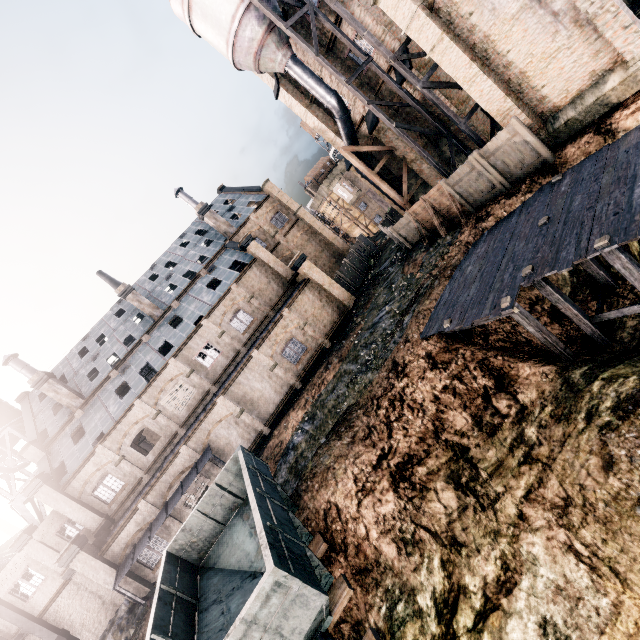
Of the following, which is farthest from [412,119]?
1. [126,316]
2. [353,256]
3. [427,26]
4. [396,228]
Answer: [126,316]

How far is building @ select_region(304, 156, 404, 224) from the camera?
52.2 meters

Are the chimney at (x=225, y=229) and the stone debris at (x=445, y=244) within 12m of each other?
no

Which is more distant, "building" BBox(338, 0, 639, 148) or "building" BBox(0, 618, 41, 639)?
"building" BBox(0, 618, 41, 639)

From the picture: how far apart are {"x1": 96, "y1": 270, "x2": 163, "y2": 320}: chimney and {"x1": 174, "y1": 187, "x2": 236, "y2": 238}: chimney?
10.8 meters

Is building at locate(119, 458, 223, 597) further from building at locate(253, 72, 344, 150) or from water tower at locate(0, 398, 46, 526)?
building at locate(253, 72, 344, 150)

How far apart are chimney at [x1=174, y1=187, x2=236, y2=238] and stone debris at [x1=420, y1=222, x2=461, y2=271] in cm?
2438

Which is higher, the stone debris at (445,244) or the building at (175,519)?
the building at (175,519)
